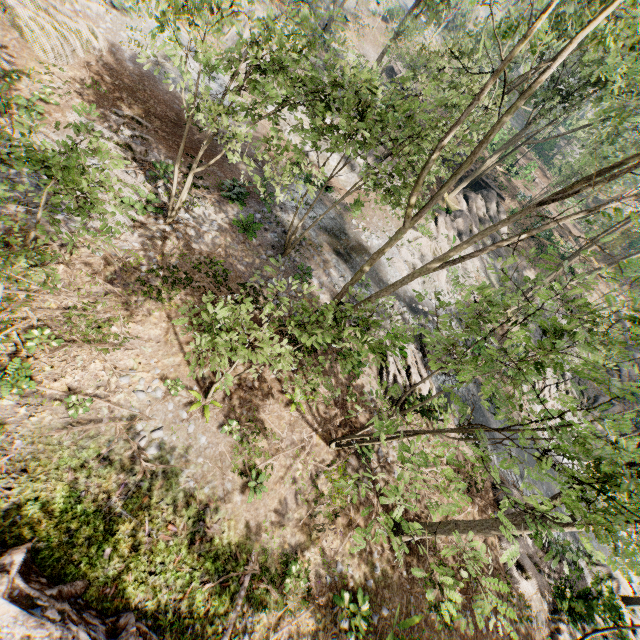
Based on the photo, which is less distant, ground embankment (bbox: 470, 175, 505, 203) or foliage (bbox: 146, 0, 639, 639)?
foliage (bbox: 146, 0, 639, 639)

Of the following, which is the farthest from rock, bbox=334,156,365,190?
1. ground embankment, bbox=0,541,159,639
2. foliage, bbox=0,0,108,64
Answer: ground embankment, bbox=0,541,159,639

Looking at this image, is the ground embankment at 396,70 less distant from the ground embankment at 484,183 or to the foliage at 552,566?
the ground embankment at 484,183

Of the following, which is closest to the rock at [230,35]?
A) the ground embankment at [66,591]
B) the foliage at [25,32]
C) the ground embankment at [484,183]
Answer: the foliage at [25,32]

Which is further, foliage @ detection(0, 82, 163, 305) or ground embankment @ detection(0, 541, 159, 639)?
ground embankment @ detection(0, 541, 159, 639)

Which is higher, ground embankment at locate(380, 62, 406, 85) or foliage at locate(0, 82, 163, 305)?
ground embankment at locate(380, 62, 406, 85)

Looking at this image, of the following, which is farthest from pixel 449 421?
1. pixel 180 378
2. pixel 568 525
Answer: pixel 180 378

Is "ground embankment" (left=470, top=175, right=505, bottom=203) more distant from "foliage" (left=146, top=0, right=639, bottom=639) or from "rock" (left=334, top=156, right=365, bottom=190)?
"rock" (left=334, top=156, right=365, bottom=190)
